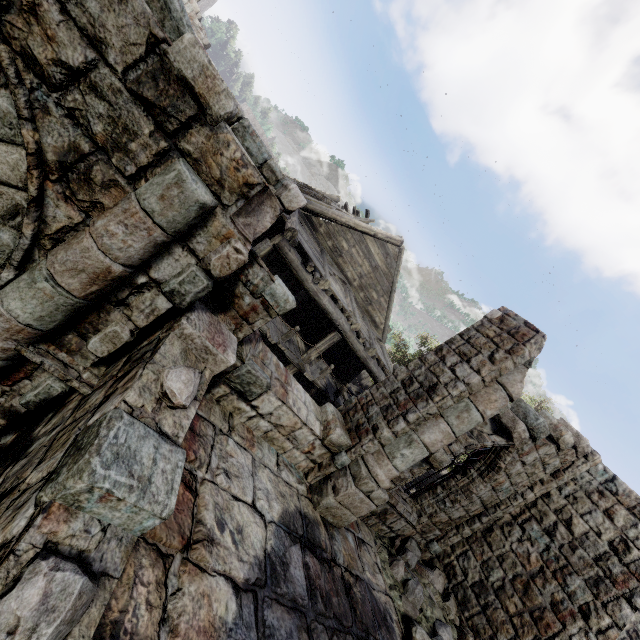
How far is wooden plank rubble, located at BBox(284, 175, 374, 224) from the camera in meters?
12.9

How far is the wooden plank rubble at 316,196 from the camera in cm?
1287

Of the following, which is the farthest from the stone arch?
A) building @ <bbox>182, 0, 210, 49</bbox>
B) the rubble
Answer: the rubble

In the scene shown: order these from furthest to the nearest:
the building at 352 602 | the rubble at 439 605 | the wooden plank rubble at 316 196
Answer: the wooden plank rubble at 316 196 → the rubble at 439 605 → the building at 352 602

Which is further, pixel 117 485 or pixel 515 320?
pixel 515 320

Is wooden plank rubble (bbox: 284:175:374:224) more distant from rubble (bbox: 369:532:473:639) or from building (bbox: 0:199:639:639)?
rubble (bbox: 369:532:473:639)

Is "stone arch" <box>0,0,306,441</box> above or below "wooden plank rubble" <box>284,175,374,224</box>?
below

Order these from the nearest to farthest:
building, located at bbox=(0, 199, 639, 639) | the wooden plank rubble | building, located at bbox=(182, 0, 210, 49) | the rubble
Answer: building, located at bbox=(0, 199, 639, 639)
the rubble
the wooden plank rubble
building, located at bbox=(182, 0, 210, 49)
